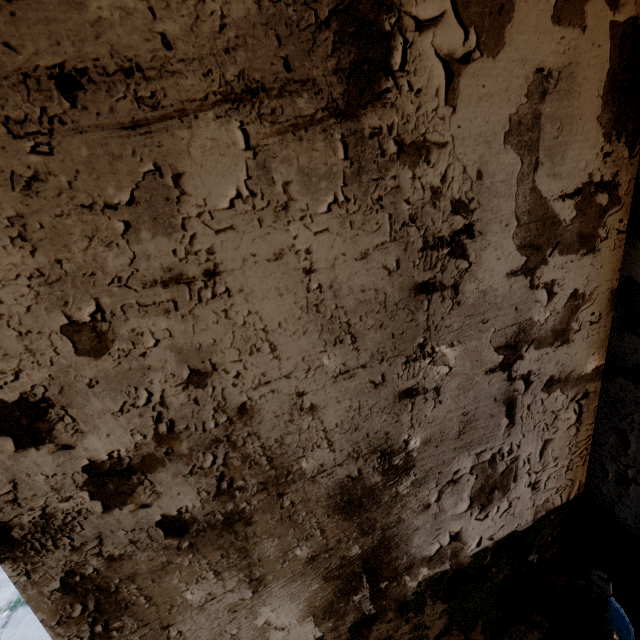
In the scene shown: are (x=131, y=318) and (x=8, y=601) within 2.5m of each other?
no
